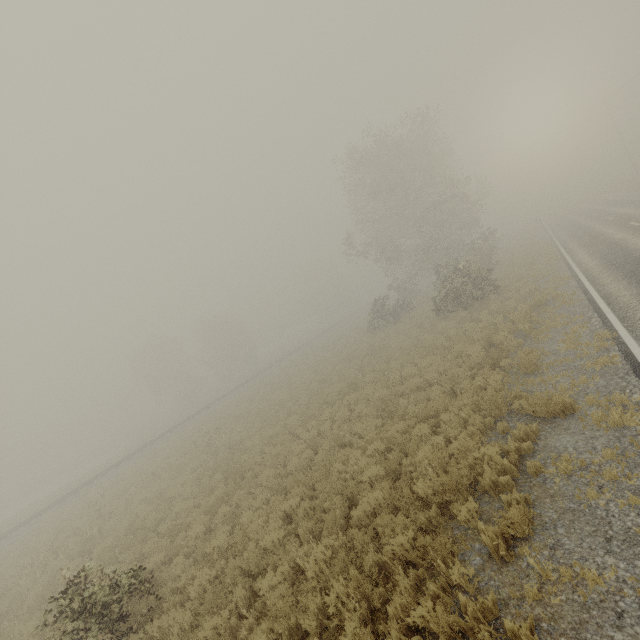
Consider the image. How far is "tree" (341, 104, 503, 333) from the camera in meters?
22.6 m

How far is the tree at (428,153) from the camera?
22.6m

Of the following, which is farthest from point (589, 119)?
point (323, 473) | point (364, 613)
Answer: point (364, 613)
